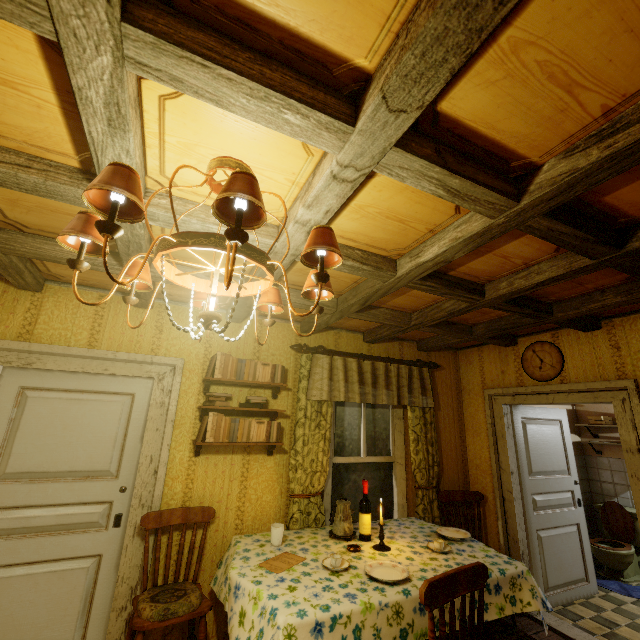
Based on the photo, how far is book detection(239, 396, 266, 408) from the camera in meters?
3.0 m

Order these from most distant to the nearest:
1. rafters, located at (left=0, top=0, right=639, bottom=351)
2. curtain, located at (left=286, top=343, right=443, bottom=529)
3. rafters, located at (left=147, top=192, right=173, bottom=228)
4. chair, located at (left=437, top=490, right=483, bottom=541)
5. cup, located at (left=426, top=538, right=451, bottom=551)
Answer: chair, located at (left=437, top=490, right=483, bottom=541)
curtain, located at (left=286, top=343, right=443, bottom=529)
cup, located at (left=426, top=538, right=451, bottom=551)
rafters, located at (left=147, top=192, right=173, bottom=228)
rafters, located at (left=0, top=0, right=639, bottom=351)

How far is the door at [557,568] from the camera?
3.5m

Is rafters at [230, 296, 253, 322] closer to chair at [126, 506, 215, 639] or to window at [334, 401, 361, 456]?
window at [334, 401, 361, 456]

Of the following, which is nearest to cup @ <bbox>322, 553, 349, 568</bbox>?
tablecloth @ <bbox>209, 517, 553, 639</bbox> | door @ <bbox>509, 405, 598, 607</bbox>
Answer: tablecloth @ <bbox>209, 517, 553, 639</bbox>

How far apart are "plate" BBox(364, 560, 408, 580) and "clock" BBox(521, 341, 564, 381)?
2.5 meters

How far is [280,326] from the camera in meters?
3.6 m

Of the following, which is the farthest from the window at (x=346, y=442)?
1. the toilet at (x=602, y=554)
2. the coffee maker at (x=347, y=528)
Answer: the toilet at (x=602, y=554)
